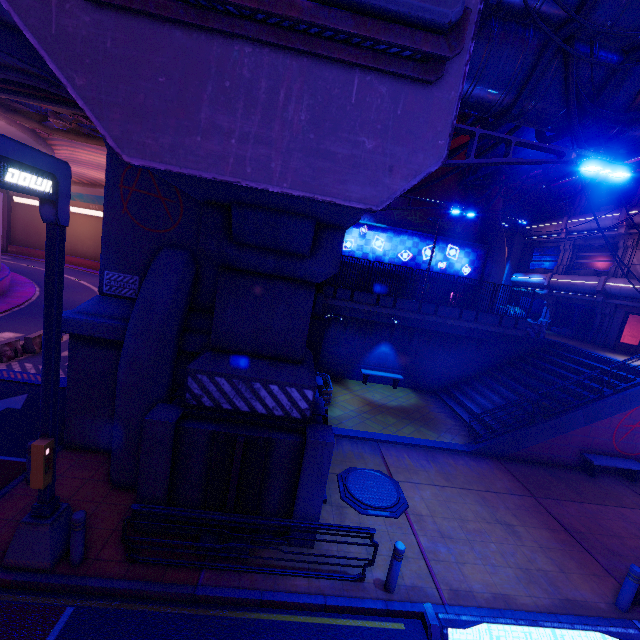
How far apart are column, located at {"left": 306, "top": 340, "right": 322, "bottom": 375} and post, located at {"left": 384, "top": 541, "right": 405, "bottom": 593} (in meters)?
6.08

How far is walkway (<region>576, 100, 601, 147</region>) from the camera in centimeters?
674cm

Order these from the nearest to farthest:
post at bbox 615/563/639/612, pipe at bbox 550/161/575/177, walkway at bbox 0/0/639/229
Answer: walkway at bbox 0/0/639/229, post at bbox 615/563/639/612, pipe at bbox 550/161/575/177

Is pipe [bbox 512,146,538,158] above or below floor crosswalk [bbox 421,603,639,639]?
above

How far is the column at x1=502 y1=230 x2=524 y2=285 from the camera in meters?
30.7

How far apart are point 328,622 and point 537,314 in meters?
30.8

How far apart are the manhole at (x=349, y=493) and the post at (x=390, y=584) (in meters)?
1.84

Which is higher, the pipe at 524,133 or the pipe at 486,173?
the pipe at 524,133
